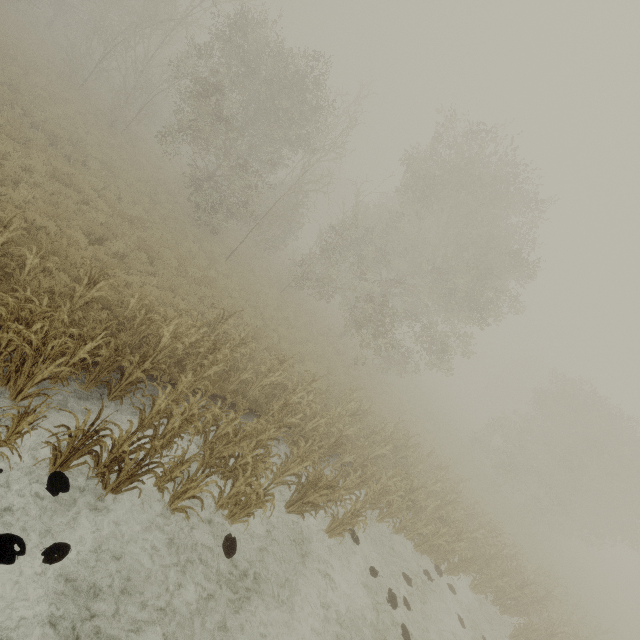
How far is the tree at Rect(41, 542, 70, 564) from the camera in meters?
4.5 m

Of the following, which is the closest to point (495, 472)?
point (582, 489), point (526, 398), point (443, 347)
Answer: point (582, 489)

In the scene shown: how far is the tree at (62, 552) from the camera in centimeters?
449cm
